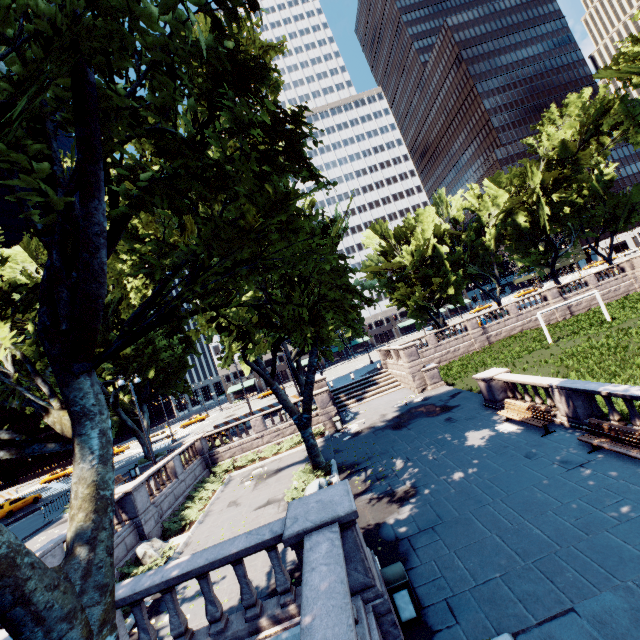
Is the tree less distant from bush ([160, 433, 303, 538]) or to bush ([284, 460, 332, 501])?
bush ([284, 460, 332, 501])

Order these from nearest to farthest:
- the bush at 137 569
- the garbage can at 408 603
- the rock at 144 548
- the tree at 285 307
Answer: the tree at 285 307
the garbage can at 408 603
the bush at 137 569
the rock at 144 548

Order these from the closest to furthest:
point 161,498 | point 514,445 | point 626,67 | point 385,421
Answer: point 514,445 → point 161,498 → point 385,421 → point 626,67

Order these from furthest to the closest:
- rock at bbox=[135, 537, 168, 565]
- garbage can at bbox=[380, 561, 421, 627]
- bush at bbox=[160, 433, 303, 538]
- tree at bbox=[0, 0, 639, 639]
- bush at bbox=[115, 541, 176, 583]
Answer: bush at bbox=[160, 433, 303, 538] < rock at bbox=[135, 537, 168, 565] < bush at bbox=[115, 541, 176, 583] < garbage can at bbox=[380, 561, 421, 627] < tree at bbox=[0, 0, 639, 639]

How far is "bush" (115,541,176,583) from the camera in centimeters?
1259cm

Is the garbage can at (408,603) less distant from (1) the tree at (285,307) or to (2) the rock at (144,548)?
(1) the tree at (285,307)

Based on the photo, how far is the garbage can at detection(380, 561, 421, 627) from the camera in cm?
679

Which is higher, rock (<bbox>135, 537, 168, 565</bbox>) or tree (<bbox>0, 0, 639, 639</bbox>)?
tree (<bbox>0, 0, 639, 639</bbox>)
